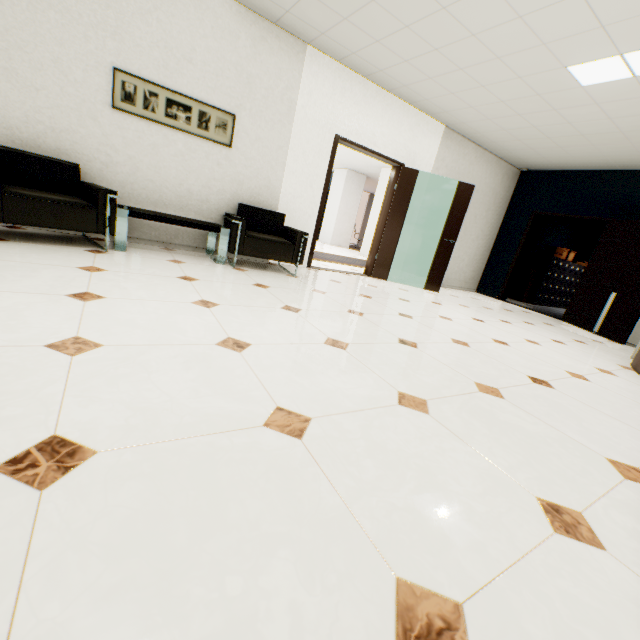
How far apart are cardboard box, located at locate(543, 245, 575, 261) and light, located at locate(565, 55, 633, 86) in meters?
6.0 m

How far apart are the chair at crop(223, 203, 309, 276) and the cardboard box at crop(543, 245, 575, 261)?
7.7 meters

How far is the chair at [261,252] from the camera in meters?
4.0

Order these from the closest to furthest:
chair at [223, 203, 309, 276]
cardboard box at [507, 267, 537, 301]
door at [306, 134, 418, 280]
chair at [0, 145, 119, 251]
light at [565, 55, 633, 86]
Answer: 1. chair at [0, 145, 119, 251]
2. light at [565, 55, 633, 86]
3. chair at [223, 203, 309, 276]
4. door at [306, 134, 418, 280]
5. cardboard box at [507, 267, 537, 301]

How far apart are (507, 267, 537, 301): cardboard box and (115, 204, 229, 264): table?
8.1m

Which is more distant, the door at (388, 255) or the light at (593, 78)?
the door at (388, 255)

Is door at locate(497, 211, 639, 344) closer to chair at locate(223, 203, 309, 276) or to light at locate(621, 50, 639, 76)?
light at locate(621, 50, 639, 76)

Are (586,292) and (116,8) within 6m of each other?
no
